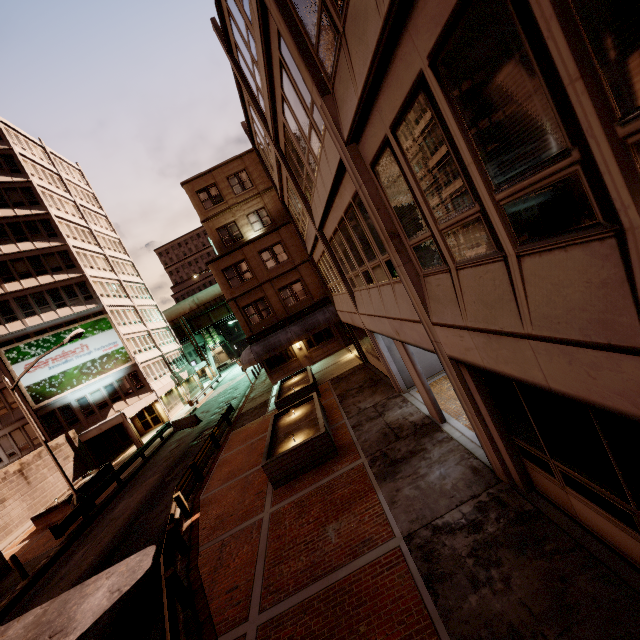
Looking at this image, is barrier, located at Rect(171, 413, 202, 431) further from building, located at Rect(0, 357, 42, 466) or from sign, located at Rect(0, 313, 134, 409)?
sign, located at Rect(0, 313, 134, 409)

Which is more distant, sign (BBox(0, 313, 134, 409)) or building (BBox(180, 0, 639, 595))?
sign (BBox(0, 313, 134, 409))

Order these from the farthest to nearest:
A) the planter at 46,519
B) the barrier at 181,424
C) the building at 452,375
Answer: the barrier at 181,424
the planter at 46,519
the building at 452,375

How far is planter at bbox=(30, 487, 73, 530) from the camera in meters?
20.6

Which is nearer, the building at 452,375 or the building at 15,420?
the building at 452,375

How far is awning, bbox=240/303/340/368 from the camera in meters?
25.8

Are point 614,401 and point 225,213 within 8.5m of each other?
no

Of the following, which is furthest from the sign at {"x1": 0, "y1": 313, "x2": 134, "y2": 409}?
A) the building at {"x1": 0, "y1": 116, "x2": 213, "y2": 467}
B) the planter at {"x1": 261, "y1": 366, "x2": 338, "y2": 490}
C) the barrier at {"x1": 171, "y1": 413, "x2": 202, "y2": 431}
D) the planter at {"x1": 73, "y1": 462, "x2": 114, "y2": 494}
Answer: the planter at {"x1": 261, "y1": 366, "x2": 338, "y2": 490}
